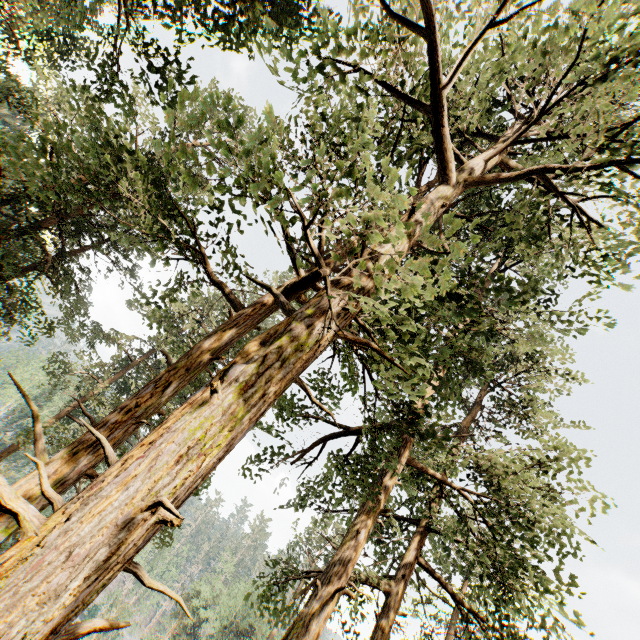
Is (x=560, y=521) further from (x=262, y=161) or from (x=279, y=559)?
(x=262, y=161)
